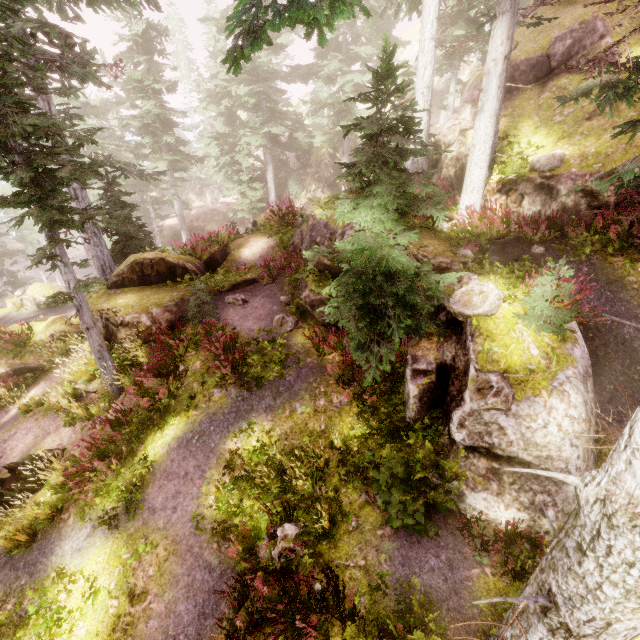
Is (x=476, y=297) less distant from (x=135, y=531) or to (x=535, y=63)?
(x=135, y=531)

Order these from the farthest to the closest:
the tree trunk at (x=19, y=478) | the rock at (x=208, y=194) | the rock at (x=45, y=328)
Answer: the rock at (x=208, y=194)
the rock at (x=45, y=328)
the tree trunk at (x=19, y=478)

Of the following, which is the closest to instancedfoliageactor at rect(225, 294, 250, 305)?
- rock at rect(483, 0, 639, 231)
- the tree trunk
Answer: rock at rect(483, 0, 639, 231)

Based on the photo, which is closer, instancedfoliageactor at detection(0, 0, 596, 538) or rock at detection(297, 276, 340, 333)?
instancedfoliageactor at detection(0, 0, 596, 538)

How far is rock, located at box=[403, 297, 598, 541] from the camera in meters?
5.5

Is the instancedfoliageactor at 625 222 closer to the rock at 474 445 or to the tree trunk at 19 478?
the rock at 474 445
